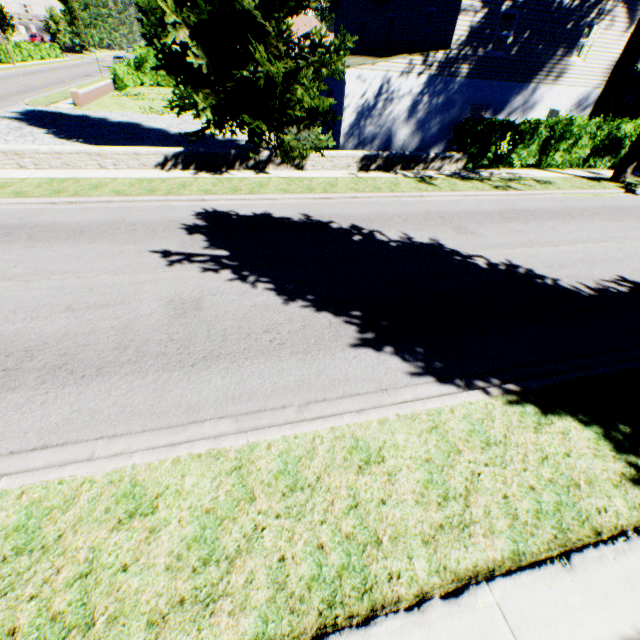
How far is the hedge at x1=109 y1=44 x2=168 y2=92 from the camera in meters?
28.1 m

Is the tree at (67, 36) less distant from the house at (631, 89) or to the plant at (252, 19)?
the plant at (252, 19)

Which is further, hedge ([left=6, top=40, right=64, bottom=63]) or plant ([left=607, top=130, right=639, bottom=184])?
hedge ([left=6, top=40, right=64, bottom=63])

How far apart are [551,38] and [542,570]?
22.74m

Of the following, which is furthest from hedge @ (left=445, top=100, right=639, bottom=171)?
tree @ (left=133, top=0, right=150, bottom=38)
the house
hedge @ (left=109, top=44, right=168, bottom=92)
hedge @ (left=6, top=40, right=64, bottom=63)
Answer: hedge @ (left=6, top=40, right=64, bottom=63)

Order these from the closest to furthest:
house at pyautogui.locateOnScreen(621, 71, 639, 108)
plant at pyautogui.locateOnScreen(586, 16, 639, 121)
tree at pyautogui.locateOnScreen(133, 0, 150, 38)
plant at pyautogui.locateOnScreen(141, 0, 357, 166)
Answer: plant at pyautogui.locateOnScreen(141, 0, 357, 166)
plant at pyautogui.locateOnScreen(586, 16, 639, 121)
house at pyautogui.locateOnScreen(621, 71, 639, 108)
tree at pyautogui.locateOnScreen(133, 0, 150, 38)

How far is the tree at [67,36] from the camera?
52.7 meters

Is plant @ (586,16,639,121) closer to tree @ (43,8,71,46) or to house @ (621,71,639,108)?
house @ (621,71,639,108)
